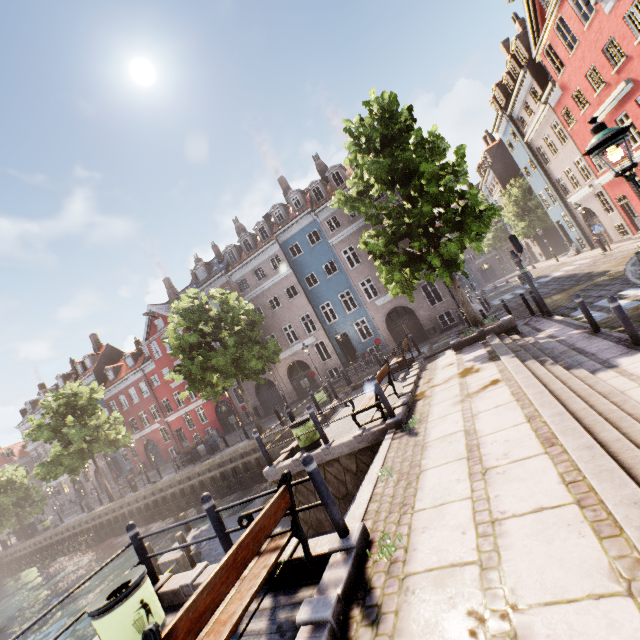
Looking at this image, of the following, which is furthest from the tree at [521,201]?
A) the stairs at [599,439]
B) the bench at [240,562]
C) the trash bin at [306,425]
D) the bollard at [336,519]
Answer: the trash bin at [306,425]

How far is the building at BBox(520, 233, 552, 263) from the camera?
38.69m

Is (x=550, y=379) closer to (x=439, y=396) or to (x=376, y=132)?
(x=439, y=396)

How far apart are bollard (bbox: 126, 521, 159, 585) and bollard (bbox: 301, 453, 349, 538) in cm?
386

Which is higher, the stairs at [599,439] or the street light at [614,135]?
→ the street light at [614,135]

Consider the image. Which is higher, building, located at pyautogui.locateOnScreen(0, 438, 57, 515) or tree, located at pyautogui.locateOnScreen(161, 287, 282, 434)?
building, located at pyautogui.locateOnScreen(0, 438, 57, 515)

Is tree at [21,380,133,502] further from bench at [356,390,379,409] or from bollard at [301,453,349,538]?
bollard at [301,453,349,538]

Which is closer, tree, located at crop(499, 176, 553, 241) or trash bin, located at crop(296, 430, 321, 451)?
trash bin, located at crop(296, 430, 321, 451)
